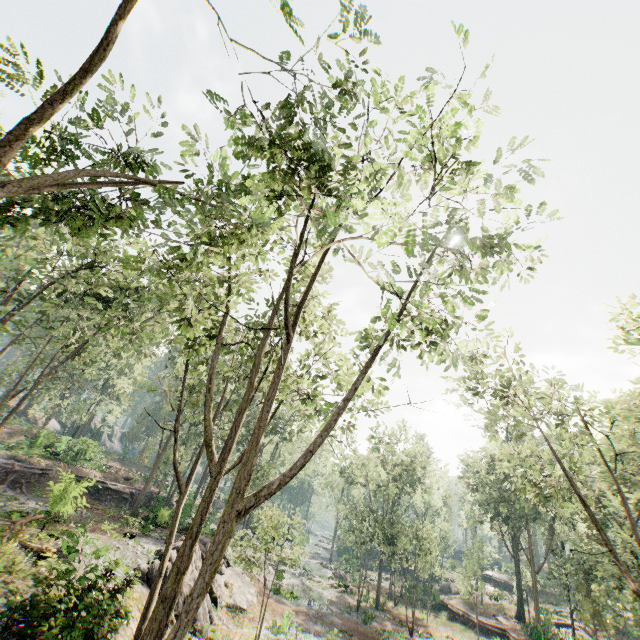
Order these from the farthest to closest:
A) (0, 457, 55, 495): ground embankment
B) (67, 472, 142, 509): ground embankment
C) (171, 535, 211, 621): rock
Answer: (0, 457, 55, 495): ground embankment, (67, 472, 142, 509): ground embankment, (171, 535, 211, 621): rock

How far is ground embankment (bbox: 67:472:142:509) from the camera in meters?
17.6 m

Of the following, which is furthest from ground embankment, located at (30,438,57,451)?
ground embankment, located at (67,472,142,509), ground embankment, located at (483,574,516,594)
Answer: ground embankment, located at (483,574,516,594)

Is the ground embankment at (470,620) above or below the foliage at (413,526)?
below

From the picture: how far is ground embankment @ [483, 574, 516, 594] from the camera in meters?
48.0 m

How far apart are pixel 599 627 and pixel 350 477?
27.7 meters

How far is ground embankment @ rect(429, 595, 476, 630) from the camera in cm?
3539

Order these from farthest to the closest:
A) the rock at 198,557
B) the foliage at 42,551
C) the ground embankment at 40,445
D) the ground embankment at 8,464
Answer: the ground embankment at 40,445 → the ground embankment at 8,464 → the rock at 198,557 → the foliage at 42,551
